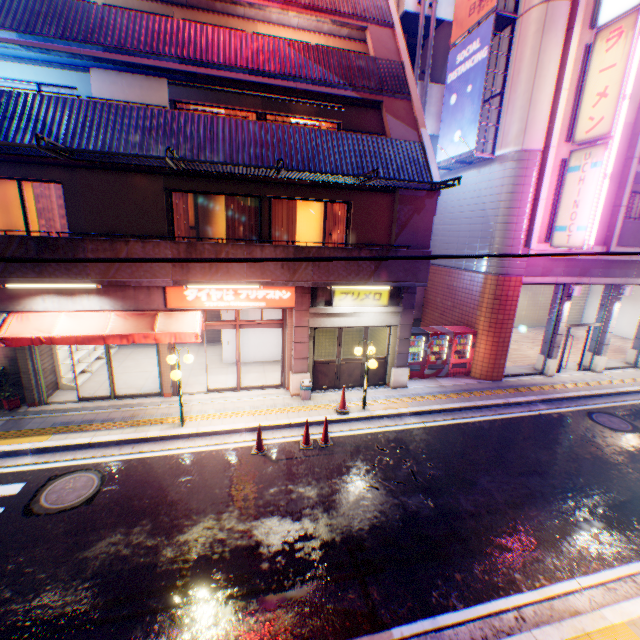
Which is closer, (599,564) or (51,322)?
(599,564)

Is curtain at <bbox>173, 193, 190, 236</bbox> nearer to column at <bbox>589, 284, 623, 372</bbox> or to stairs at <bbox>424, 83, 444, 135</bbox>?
stairs at <bbox>424, 83, 444, 135</bbox>

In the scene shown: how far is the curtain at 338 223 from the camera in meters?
11.2 m

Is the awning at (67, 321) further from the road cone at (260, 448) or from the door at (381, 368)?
the door at (381, 368)

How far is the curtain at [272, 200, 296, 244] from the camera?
10.7m

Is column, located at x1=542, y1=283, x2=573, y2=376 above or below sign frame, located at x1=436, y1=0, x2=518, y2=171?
below

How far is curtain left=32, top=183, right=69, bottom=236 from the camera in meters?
9.1

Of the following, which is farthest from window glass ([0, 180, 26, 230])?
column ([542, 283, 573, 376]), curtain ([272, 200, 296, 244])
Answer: column ([542, 283, 573, 376])
